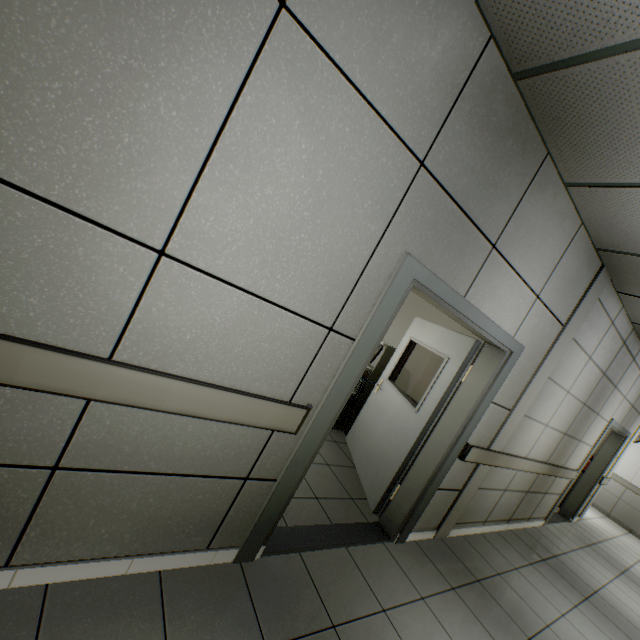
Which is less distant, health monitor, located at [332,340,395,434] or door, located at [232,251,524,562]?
door, located at [232,251,524,562]

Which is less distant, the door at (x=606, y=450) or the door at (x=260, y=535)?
the door at (x=260, y=535)

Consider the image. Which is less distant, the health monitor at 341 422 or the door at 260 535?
the door at 260 535

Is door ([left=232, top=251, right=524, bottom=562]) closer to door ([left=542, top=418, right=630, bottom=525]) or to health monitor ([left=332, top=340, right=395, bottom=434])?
health monitor ([left=332, top=340, right=395, bottom=434])

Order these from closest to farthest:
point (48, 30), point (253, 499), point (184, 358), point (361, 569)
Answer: point (48, 30), point (184, 358), point (253, 499), point (361, 569)

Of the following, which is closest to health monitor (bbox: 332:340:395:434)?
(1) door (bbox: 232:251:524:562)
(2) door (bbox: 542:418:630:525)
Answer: (1) door (bbox: 232:251:524:562)

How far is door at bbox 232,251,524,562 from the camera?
1.9 meters
